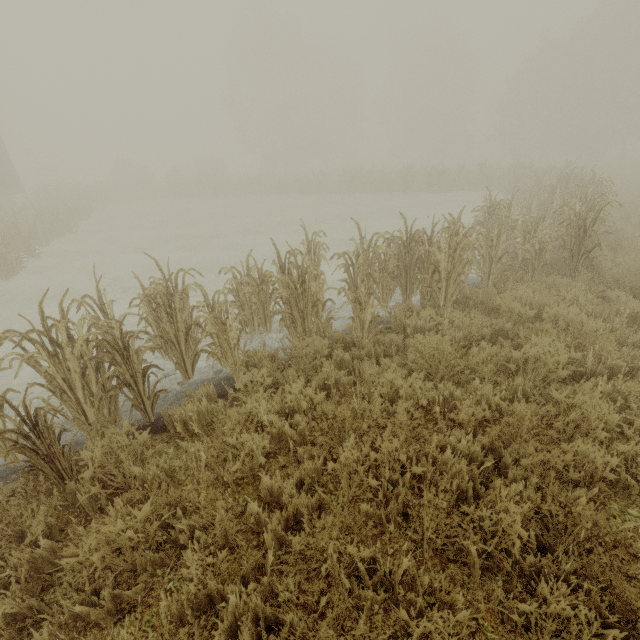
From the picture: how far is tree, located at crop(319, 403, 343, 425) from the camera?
3.4m

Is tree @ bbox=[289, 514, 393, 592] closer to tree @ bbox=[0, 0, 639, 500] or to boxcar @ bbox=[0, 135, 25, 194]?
tree @ bbox=[0, 0, 639, 500]

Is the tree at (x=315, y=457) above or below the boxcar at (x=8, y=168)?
below

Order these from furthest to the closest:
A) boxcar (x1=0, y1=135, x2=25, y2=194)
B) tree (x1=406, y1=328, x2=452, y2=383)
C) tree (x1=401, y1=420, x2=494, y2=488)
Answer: boxcar (x1=0, y1=135, x2=25, y2=194)
tree (x1=406, y1=328, x2=452, y2=383)
tree (x1=401, y1=420, x2=494, y2=488)

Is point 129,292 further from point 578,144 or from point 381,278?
point 578,144
